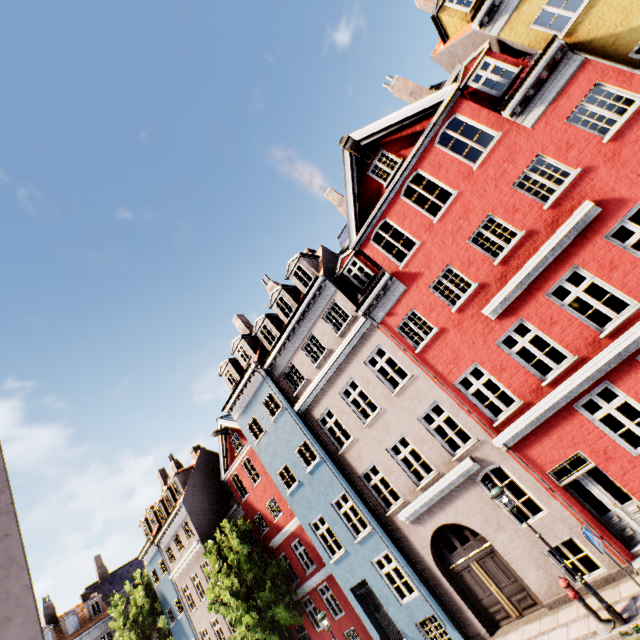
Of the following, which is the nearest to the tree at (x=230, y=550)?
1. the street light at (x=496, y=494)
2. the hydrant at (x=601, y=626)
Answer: the street light at (x=496, y=494)

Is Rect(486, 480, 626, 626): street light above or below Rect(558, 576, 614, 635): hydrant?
above

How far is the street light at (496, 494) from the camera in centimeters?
775cm

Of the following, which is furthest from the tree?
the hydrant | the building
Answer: the hydrant

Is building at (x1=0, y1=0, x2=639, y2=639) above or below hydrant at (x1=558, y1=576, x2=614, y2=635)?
above

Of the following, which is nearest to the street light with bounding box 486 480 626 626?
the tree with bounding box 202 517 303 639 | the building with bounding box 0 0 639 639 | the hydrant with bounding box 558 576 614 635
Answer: the hydrant with bounding box 558 576 614 635

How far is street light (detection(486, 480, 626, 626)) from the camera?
7.8m

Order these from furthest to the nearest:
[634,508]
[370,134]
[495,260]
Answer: [370,134], [495,260], [634,508]
